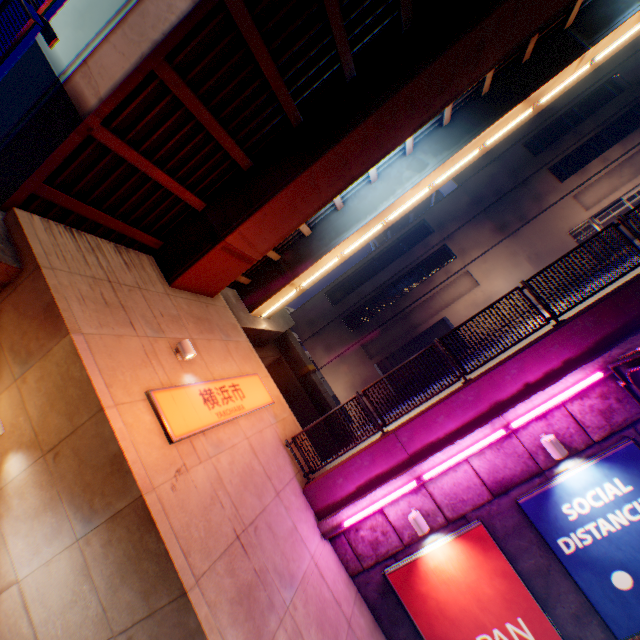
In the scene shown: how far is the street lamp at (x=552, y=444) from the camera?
6.6 meters

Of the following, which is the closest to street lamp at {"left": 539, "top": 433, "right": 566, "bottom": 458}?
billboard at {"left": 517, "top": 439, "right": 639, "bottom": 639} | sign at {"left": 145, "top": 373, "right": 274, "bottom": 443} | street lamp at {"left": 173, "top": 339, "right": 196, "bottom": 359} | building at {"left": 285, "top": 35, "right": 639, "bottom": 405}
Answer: billboard at {"left": 517, "top": 439, "right": 639, "bottom": 639}

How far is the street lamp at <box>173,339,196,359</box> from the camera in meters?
7.5 m

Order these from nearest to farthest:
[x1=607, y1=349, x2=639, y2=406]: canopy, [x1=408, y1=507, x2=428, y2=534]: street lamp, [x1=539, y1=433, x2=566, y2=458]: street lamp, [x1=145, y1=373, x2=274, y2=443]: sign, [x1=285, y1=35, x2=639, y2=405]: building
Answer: [x1=607, y1=349, x2=639, y2=406]: canopy, [x1=145, y1=373, x2=274, y2=443]: sign, [x1=539, y1=433, x2=566, y2=458]: street lamp, [x1=408, y1=507, x2=428, y2=534]: street lamp, [x1=285, y1=35, x2=639, y2=405]: building

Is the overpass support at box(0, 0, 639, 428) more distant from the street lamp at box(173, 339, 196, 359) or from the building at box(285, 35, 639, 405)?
the building at box(285, 35, 639, 405)

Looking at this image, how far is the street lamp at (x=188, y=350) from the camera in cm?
746

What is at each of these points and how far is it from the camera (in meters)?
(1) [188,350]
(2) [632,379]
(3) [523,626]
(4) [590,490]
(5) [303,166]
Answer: (1) street lamp, 7.47
(2) canopy, 5.86
(3) billboard, 6.81
(4) billboard, 6.70
(5) overpass support, 8.52

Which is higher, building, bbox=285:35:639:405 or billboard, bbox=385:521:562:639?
building, bbox=285:35:639:405
